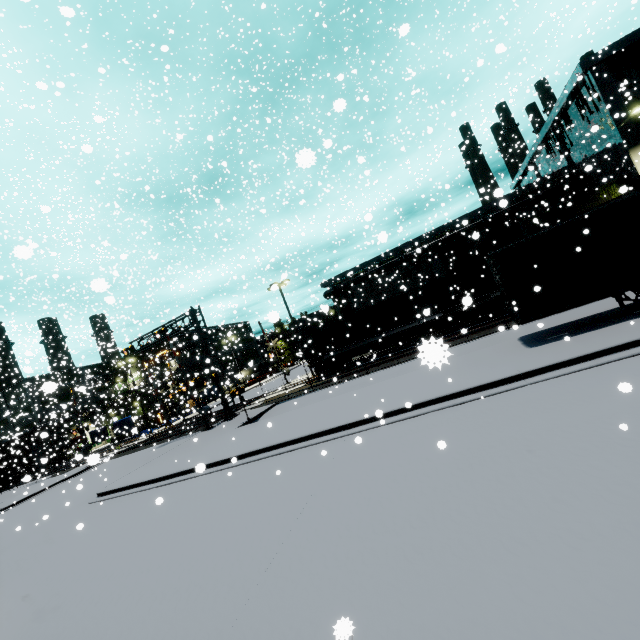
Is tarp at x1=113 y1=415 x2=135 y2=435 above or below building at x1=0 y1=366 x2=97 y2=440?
below

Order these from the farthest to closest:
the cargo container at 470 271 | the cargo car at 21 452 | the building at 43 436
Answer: the cargo car at 21 452 < the cargo container at 470 271 < the building at 43 436

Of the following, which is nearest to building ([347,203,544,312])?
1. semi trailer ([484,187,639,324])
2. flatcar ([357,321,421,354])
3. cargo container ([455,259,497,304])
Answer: semi trailer ([484,187,639,324])

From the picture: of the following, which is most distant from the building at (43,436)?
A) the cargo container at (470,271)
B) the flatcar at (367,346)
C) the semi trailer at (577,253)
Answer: the flatcar at (367,346)

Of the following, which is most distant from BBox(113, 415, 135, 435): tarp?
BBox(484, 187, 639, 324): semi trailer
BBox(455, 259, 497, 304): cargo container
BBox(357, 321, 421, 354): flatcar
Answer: BBox(357, 321, 421, 354): flatcar

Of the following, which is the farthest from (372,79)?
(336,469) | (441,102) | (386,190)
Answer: (336,469)

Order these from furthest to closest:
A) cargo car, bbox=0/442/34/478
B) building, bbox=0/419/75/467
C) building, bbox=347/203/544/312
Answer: cargo car, bbox=0/442/34/478 → building, bbox=347/203/544/312 → building, bbox=0/419/75/467

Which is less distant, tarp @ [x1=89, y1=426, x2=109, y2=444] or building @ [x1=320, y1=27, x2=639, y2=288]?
building @ [x1=320, y1=27, x2=639, y2=288]
